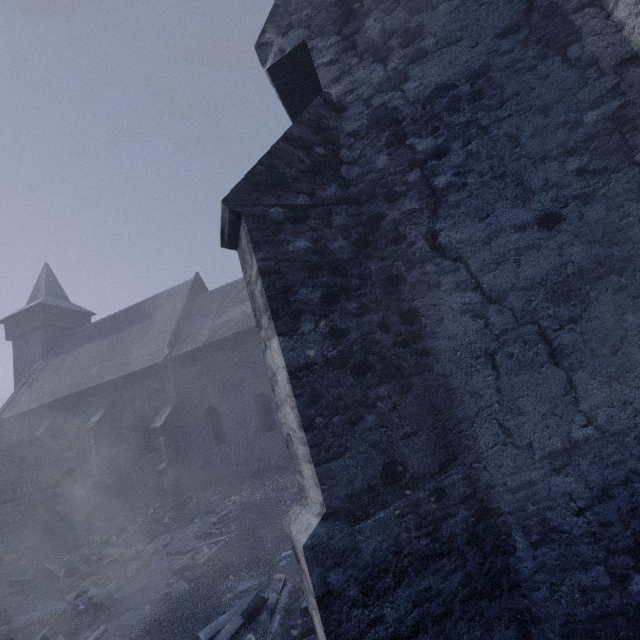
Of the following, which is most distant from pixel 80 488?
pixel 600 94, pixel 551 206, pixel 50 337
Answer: pixel 600 94

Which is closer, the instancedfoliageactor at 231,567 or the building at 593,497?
the building at 593,497

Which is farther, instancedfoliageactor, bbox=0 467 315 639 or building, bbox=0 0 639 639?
instancedfoliageactor, bbox=0 467 315 639

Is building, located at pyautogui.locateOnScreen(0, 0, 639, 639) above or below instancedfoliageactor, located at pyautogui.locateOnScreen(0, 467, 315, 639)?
above

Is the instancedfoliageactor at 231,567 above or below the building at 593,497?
below
